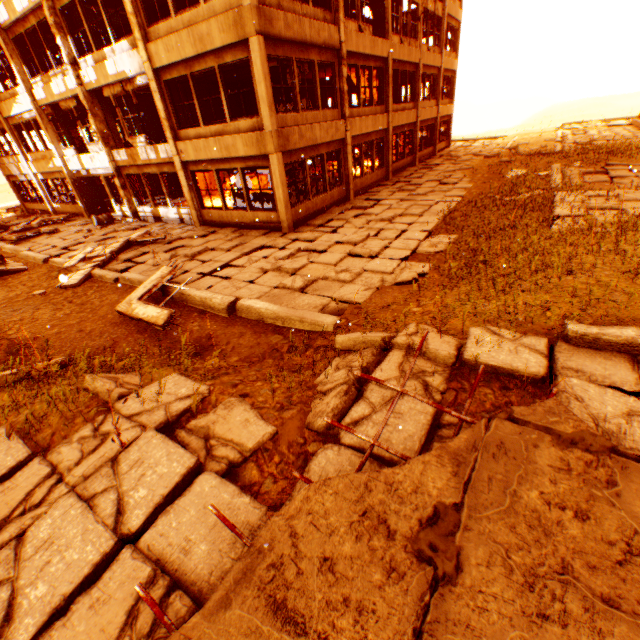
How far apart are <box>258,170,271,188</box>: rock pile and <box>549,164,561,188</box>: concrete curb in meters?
13.9

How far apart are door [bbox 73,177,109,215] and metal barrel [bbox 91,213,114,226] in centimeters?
2cm

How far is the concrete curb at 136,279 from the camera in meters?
9.3 m

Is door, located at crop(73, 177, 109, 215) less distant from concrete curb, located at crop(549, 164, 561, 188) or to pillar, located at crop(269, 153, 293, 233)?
pillar, located at crop(269, 153, 293, 233)

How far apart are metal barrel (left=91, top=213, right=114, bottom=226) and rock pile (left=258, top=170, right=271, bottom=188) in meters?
7.8 m

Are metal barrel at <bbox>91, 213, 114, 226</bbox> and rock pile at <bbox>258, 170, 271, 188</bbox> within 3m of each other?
no

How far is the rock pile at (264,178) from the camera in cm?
1948

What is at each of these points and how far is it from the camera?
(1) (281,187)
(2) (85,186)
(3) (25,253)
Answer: (1) pillar, 11.21m
(2) door, 17.42m
(3) concrete curb, 13.20m
